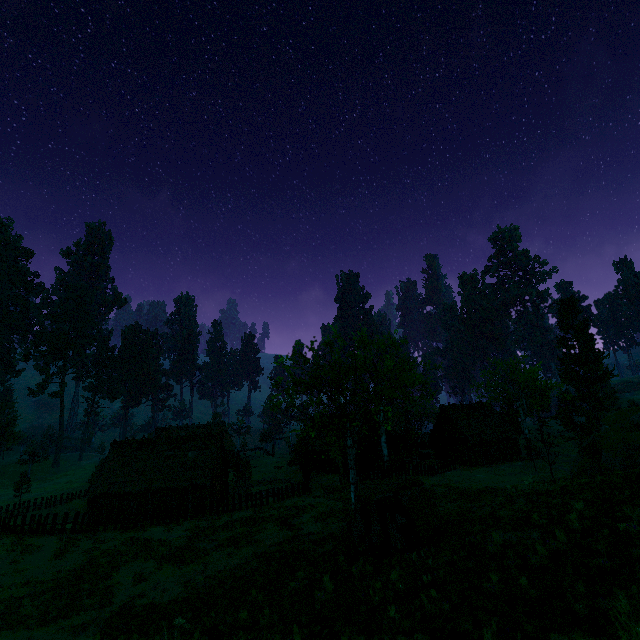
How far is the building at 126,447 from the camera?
32.9 meters

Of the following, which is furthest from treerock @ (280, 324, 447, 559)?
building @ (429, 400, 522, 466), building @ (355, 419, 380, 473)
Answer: building @ (429, 400, 522, 466)

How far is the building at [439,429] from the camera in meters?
42.5

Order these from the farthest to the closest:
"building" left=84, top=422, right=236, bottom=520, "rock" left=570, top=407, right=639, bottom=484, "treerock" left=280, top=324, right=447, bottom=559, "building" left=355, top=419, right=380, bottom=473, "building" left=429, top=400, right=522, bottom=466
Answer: "building" left=429, top=400, right=522, bottom=466 < "building" left=355, top=419, right=380, bottom=473 < "building" left=84, top=422, right=236, bottom=520 < "rock" left=570, top=407, right=639, bottom=484 < "treerock" left=280, top=324, right=447, bottom=559

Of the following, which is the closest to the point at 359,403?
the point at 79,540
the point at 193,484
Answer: the point at 79,540

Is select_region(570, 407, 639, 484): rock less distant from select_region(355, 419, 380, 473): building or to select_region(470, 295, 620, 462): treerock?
select_region(470, 295, 620, 462): treerock

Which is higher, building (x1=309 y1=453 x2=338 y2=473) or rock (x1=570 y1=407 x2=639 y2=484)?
rock (x1=570 y1=407 x2=639 y2=484)
